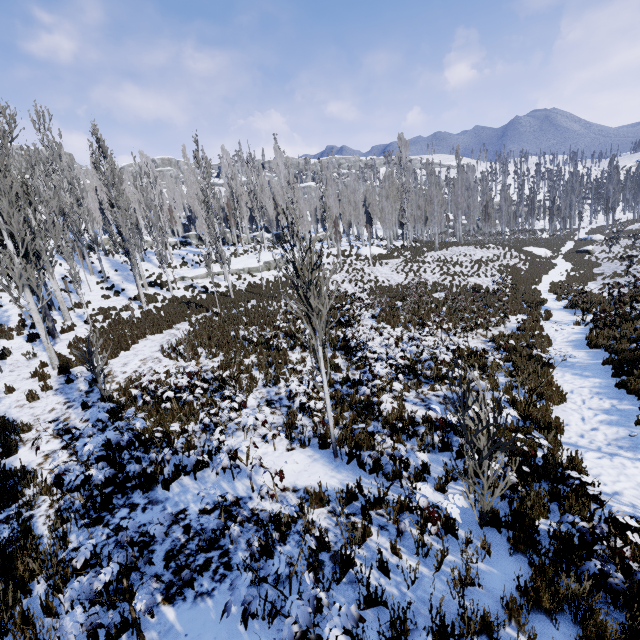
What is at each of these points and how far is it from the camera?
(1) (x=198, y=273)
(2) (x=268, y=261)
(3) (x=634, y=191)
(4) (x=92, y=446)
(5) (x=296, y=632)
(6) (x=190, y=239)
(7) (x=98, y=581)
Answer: (1) rock, 28.36m
(2) rock, 30.50m
(3) instancedfoliageactor, 57.78m
(4) instancedfoliageactor, 4.50m
(5) instancedfoliageactor, 2.62m
(6) rock, 41.97m
(7) instancedfoliageactor, 2.90m

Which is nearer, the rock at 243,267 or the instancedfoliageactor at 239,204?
the instancedfoliageactor at 239,204

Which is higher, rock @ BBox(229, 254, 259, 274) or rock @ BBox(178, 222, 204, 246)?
rock @ BBox(178, 222, 204, 246)

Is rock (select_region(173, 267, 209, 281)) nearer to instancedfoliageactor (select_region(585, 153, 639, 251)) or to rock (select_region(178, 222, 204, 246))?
instancedfoliageactor (select_region(585, 153, 639, 251))

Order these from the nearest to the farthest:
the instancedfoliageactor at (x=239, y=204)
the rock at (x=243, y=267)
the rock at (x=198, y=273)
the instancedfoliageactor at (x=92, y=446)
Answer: the instancedfoliageactor at (x=239, y=204) → the instancedfoliageactor at (x=92, y=446) → the rock at (x=198, y=273) → the rock at (x=243, y=267)

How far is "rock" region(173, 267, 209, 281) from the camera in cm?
2788

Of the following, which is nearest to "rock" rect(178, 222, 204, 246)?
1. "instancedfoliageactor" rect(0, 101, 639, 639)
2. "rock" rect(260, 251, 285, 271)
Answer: "instancedfoliageactor" rect(0, 101, 639, 639)

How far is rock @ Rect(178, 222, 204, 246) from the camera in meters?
41.7
